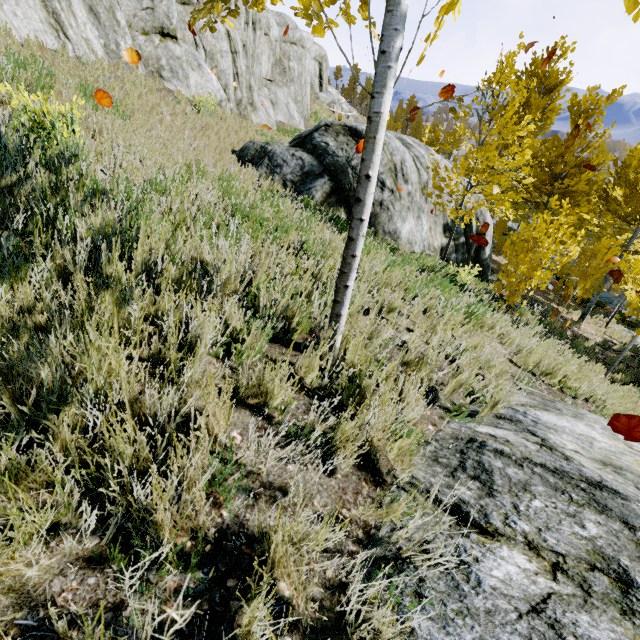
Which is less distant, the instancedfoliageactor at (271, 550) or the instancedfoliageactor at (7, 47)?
the instancedfoliageactor at (271, 550)

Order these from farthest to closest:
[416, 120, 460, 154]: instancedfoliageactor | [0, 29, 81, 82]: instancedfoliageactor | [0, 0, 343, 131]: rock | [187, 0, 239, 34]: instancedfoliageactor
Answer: [0, 0, 343, 131]: rock < [416, 120, 460, 154]: instancedfoliageactor < [0, 29, 81, 82]: instancedfoliageactor < [187, 0, 239, 34]: instancedfoliageactor

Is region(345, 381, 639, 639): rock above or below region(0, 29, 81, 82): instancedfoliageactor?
below

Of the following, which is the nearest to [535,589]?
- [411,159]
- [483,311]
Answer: [483,311]

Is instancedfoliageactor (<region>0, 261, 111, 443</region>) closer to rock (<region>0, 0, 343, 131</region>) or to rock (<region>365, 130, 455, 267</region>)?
rock (<region>0, 0, 343, 131</region>)
